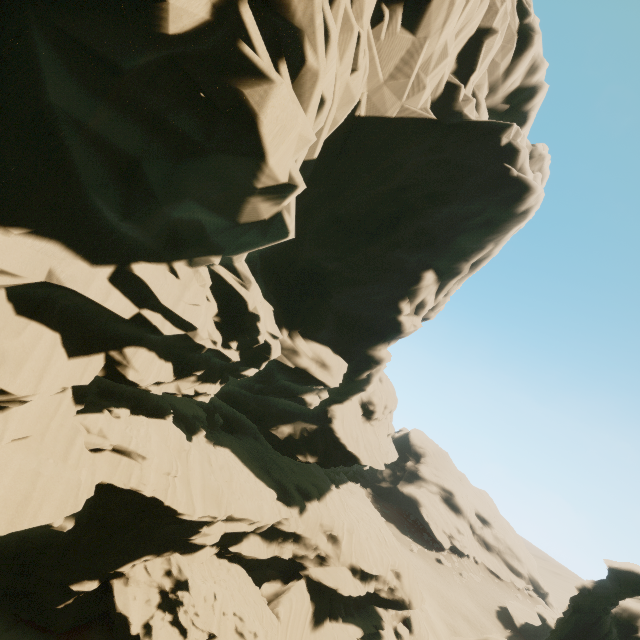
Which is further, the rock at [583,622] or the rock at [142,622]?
the rock at [583,622]

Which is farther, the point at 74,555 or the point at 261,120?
the point at 74,555

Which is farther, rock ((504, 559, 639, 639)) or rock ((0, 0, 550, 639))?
rock ((504, 559, 639, 639))
